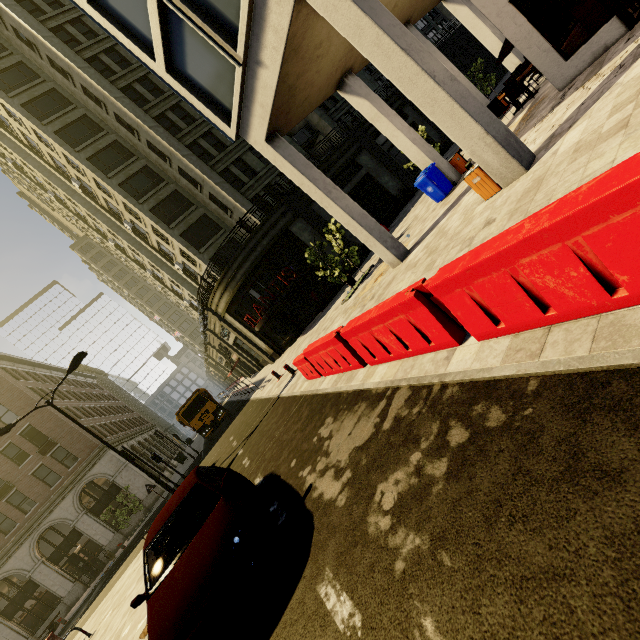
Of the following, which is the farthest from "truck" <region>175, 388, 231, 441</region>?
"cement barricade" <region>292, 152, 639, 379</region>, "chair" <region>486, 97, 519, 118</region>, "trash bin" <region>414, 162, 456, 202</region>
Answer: "chair" <region>486, 97, 519, 118</region>

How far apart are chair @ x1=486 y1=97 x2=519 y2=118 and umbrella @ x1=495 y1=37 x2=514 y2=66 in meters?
1.2

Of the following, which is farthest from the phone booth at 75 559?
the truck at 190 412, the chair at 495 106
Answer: the chair at 495 106

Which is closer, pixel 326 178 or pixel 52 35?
pixel 326 178

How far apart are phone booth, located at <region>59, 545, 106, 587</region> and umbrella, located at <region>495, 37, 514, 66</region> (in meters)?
40.02

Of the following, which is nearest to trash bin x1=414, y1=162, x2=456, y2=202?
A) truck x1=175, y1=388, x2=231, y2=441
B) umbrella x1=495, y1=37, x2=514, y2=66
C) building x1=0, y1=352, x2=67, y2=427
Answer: umbrella x1=495, y1=37, x2=514, y2=66

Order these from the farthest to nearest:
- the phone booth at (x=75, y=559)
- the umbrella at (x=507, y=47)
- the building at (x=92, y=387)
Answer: the building at (x=92, y=387)
the phone booth at (x=75, y=559)
the umbrella at (x=507, y=47)

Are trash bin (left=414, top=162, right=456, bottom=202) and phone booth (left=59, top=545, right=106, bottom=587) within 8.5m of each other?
no
